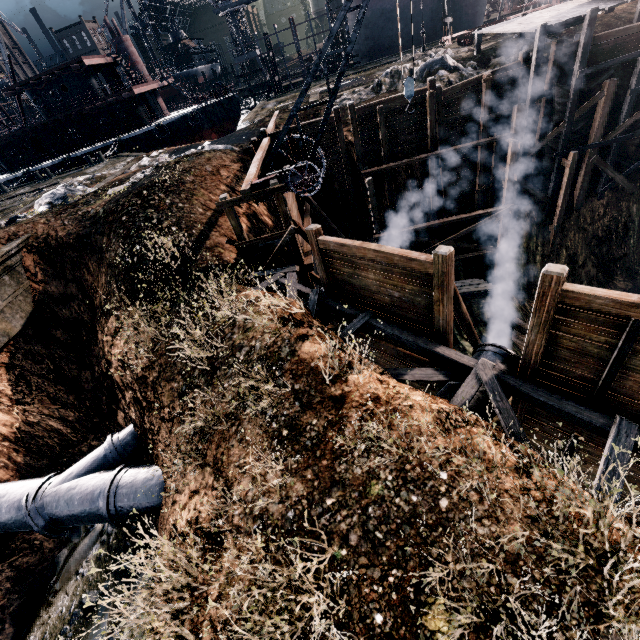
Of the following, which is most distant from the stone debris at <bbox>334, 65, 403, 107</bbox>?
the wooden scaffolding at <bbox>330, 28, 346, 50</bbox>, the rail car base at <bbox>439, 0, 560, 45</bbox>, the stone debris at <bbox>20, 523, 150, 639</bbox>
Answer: the stone debris at <bbox>20, 523, 150, 639</bbox>

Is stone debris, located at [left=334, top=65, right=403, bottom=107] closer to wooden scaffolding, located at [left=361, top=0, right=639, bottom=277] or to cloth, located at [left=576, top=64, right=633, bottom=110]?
wooden scaffolding, located at [left=361, top=0, right=639, bottom=277]

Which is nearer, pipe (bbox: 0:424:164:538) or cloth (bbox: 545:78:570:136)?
pipe (bbox: 0:424:164:538)

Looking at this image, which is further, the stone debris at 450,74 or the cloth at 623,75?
the stone debris at 450,74

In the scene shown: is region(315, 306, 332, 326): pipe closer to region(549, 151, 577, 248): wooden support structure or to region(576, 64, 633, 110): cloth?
region(549, 151, 577, 248): wooden support structure

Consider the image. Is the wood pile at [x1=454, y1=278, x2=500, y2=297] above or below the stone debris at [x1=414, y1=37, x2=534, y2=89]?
below

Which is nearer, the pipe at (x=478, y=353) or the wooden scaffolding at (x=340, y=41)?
the pipe at (x=478, y=353)

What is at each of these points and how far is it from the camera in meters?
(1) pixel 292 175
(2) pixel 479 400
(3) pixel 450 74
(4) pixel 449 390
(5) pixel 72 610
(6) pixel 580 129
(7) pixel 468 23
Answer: (1) crane, 12.7
(2) pipe, 9.5
(3) stone debris, 20.0
(4) pipe, 9.9
(5) stone debris, 9.9
(6) cloth, 19.0
(7) ship construction, 37.8
